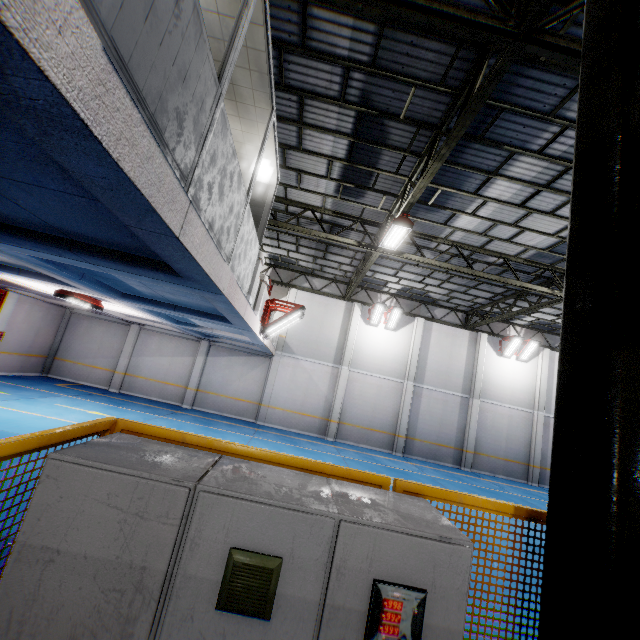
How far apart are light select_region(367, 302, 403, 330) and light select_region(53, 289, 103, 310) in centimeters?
1286cm

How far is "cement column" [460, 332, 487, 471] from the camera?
18.1m

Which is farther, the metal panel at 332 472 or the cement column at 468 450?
the cement column at 468 450

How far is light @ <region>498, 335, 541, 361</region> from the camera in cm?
1866

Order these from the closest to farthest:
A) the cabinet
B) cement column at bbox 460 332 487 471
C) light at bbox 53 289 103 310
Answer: the cabinet → light at bbox 53 289 103 310 → cement column at bbox 460 332 487 471

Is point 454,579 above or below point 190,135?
below

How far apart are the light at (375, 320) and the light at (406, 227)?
7.6m

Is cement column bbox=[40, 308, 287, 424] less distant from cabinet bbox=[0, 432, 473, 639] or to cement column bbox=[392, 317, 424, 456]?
cement column bbox=[392, 317, 424, 456]
